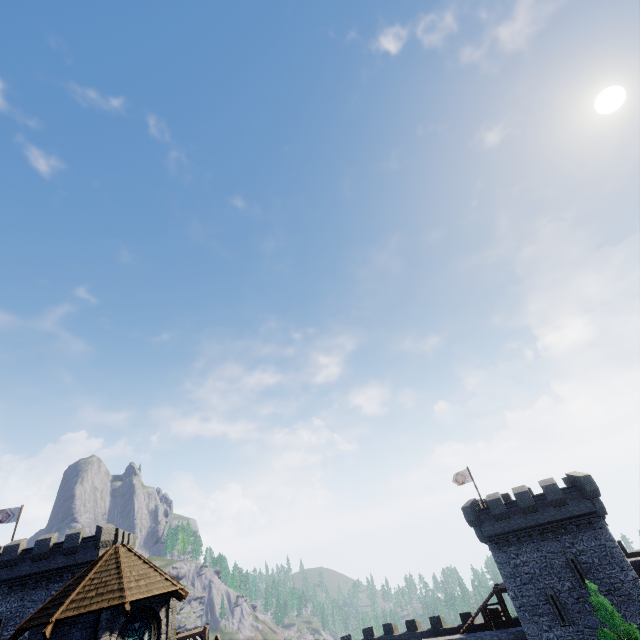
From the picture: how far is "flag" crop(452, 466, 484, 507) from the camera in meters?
37.7 m

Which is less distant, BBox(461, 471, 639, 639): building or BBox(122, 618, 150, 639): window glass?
BBox(122, 618, 150, 639): window glass

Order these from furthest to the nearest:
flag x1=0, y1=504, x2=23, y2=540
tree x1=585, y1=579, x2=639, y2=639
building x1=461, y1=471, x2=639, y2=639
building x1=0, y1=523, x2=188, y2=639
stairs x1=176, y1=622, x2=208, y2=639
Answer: flag x1=0, y1=504, x2=23, y2=540 → stairs x1=176, y1=622, x2=208, y2=639 → building x1=461, y1=471, x2=639, y2=639 → tree x1=585, y1=579, x2=639, y2=639 → building x1=0, y1=523, x2=188, y2=639

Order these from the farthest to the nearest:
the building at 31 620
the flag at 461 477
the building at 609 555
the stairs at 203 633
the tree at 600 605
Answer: the flag at 461 477 → the stairs at 203 633 → the building at 609 555 → the tree at 600 605 → the building at 31 620

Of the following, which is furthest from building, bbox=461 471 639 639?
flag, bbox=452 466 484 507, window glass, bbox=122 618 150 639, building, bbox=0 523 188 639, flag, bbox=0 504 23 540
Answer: flag, bbox=0 504 23 540

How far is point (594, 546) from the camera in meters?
27.2 m

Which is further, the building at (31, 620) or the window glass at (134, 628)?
the window glass at (134, 628)

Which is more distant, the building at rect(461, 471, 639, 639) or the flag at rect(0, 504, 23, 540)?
the flag at rect(0, 504, 23, 540)
